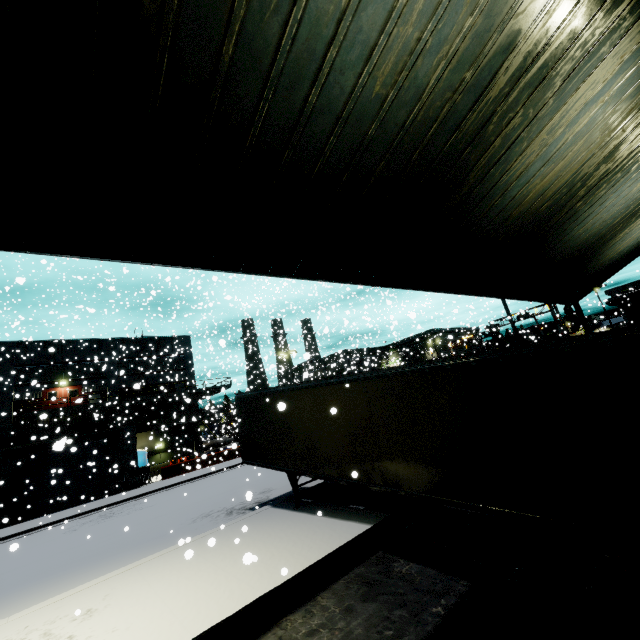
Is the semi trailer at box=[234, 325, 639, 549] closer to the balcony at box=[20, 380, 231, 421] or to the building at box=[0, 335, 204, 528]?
the building at box=[0, 335, 204, 528]

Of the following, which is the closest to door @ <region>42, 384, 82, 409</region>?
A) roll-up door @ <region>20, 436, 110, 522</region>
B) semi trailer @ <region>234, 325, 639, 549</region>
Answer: semi trailer @ <region>234, 325, 639, 549</region>

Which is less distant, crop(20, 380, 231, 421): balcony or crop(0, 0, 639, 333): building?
crop(0, 0, 639, 333): building

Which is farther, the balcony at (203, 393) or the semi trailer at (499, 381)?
the balcony at (203, 393)

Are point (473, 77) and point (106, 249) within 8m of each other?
yes

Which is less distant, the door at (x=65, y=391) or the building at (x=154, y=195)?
the building at (x=154, y=195)

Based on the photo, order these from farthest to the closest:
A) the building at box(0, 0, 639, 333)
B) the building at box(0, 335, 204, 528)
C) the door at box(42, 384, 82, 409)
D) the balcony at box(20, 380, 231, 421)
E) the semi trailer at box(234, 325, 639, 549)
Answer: the door at box(42, 384, 82, 409) → the balcony at box(20, 380, 231, 421) → the building at box(0, 335, 204, 528) → the semi trailer at box(234, 325, 639, 549) → the building at box(0, 0, 639, 333)

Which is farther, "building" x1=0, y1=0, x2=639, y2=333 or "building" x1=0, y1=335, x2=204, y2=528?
"building" x1=0, y1=335, x2=204, y2=528
